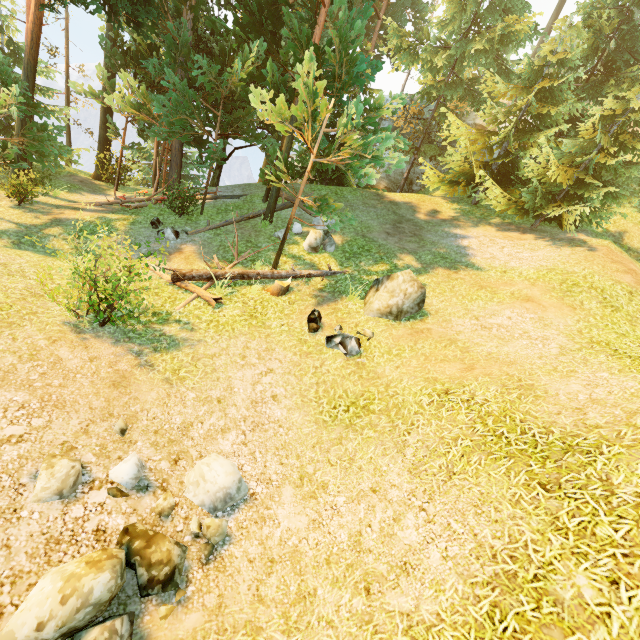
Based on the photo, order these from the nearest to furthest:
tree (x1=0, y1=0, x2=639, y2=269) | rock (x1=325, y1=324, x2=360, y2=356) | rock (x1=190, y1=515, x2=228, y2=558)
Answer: rock (x1=190, y1=515, x2=228, y2=558)
rock (x1=325, y1=324, x2=360, y2=356)
tree (x1=0, y1=0, x2=639, y2=269)

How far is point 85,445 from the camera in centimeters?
534cm

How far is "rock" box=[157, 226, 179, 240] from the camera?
13.4 meters

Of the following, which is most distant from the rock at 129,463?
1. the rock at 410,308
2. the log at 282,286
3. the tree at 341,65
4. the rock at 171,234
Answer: the rock at 171,234

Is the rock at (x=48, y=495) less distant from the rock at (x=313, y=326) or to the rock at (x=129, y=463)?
the rock at (x=129, y=463)

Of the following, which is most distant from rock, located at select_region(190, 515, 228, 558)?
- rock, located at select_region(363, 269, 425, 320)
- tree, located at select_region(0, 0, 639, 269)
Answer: tree, located at select_region(0, 0, 639, 269)

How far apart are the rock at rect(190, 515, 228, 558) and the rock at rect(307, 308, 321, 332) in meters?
4.3

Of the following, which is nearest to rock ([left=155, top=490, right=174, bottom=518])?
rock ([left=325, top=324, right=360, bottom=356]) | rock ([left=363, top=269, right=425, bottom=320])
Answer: rock ([left=325, top=324, right=360, bottom=356])
